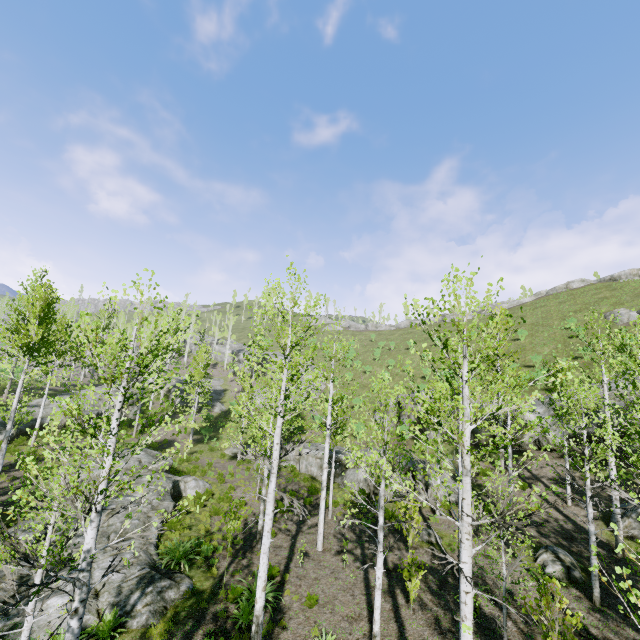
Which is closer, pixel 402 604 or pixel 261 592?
pixel 261 592

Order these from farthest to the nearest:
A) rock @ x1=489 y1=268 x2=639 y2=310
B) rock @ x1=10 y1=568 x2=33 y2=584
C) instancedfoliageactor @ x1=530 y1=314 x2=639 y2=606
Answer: rock @ x1=489 y1=268 x2=639 y2=310
rock @ x1=10 y1=568 x2=33 y2=584
instancedfoliageactor @ x1=530 y1=314 x2=639 y2=606

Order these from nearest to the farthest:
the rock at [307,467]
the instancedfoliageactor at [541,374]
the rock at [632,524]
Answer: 1. the instancedfoliageactor at [541,374]
2. the rock at [632,524]
3. the rock at [307,467]

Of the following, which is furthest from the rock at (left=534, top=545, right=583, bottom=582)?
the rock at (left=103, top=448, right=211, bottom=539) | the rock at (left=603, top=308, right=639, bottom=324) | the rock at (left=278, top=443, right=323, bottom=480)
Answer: the rock at (left=603, top=308, right=639, bottom=324)

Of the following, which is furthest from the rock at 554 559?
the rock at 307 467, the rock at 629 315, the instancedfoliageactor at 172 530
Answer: the rock at 629 315

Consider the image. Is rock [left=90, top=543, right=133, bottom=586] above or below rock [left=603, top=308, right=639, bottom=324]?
below

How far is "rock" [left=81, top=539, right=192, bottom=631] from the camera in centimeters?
946cm
